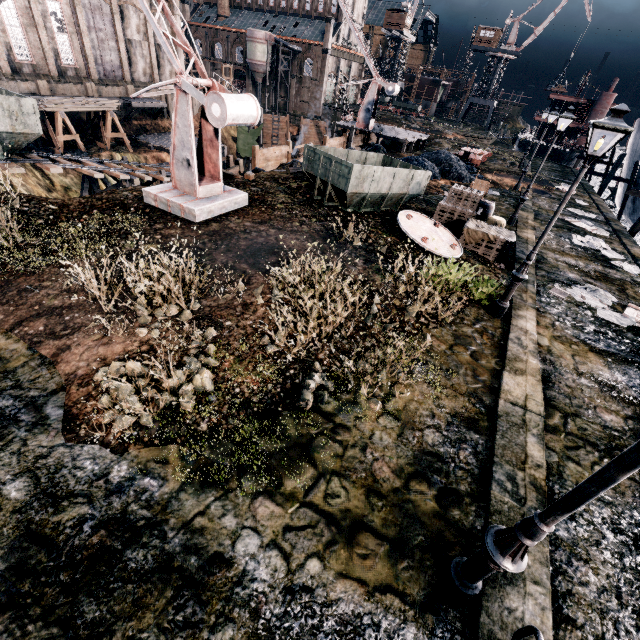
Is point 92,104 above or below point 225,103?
below

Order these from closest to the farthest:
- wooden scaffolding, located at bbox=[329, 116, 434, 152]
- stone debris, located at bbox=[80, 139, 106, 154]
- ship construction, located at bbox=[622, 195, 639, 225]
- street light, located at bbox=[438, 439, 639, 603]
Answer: street light, located at bbox=[438, 439, 639, 603]
ship construction, located at bbox=[622, 195, 639, 225]
wooden scaffolding, located at bbox=[329, 116, 434, 152]
stone debris, located at bbox=[80, 139, 106, 154]

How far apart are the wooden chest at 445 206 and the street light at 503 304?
4.4m

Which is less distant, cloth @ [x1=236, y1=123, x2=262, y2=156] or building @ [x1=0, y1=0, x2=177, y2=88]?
building @ [x1=0, y1=0, x2=177, y2=88]

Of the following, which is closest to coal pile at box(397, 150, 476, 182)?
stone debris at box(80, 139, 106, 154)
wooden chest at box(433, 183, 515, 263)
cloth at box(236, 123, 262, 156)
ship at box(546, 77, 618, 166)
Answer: wooden chest at box(433, 183, 515, 263)

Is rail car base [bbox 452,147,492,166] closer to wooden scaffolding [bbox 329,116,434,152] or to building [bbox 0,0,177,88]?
wooden scaffolding [bbox 329,116,434,152]

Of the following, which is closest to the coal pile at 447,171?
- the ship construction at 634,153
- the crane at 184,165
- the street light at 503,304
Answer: the ship construction at 634,153

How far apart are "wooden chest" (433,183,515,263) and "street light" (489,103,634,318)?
4.4 meters
